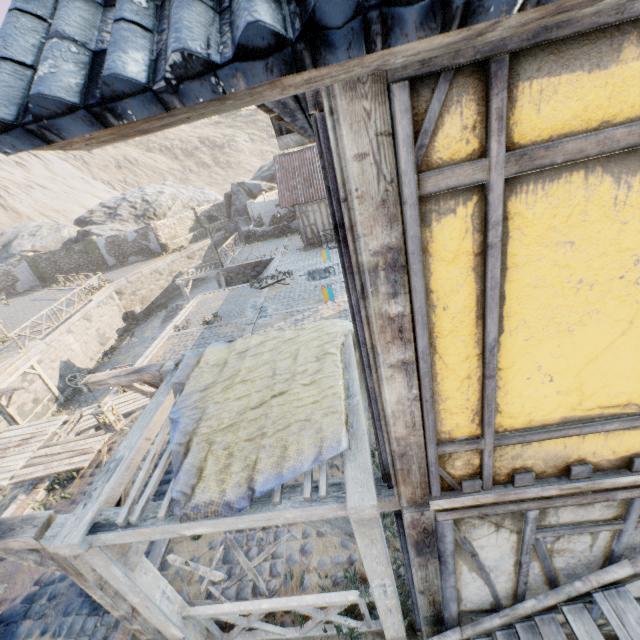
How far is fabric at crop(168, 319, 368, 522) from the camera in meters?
3.0

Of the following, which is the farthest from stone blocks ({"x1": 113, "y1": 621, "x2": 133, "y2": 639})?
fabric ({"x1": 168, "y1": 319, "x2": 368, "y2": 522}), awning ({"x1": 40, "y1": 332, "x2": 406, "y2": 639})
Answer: fabric ({"x1": 168, "y1": 319, "x2": 368, "y2": 522})

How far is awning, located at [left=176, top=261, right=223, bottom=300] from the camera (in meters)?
23.23

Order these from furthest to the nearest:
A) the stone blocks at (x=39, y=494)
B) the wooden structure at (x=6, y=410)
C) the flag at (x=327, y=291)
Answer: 1. the wooden structure at (x=6, y=410)
2. the flag at (x=327, y=291)
3. the stone blocks at (x=39, y=494)

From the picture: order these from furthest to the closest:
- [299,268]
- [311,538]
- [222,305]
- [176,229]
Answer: Answer:
[176,229]
[299,268]
[222,305]
[311,538]

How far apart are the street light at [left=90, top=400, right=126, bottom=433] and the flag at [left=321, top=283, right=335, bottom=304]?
3.8m

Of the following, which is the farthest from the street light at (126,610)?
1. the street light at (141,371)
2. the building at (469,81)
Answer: the building at (469,81)

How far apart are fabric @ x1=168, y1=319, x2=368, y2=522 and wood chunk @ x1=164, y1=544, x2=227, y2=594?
2.1 meters
